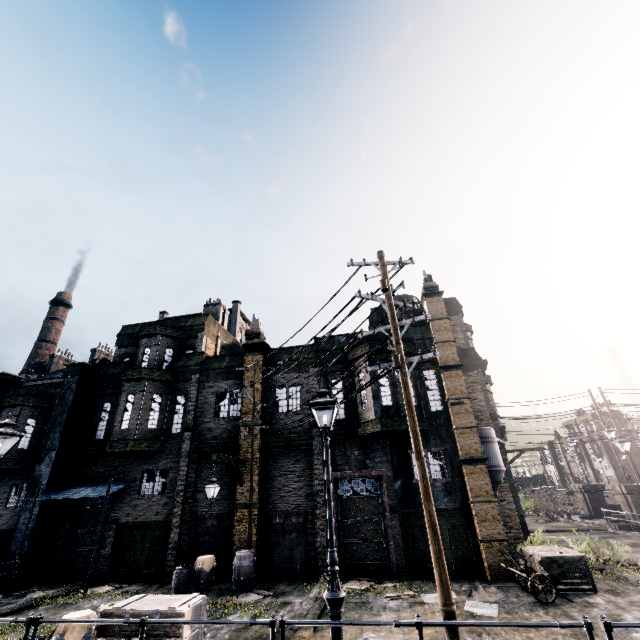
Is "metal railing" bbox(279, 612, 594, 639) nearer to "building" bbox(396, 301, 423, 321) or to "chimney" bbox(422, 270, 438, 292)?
"building" bbox(396, 301, 423, 321)

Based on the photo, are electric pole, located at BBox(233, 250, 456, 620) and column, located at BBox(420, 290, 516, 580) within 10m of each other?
yes

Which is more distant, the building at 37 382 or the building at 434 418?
the building at 37 382

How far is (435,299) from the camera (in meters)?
19.12

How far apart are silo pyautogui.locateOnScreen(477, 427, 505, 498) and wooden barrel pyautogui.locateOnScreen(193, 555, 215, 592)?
13.0 meters

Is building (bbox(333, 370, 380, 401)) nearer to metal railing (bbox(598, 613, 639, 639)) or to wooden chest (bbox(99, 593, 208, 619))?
wooden chest (bbox(99, 593, 208, 619))

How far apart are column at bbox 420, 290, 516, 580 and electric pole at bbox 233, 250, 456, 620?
7.5 meters

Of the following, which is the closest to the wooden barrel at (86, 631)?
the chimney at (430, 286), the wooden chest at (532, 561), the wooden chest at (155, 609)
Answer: the wooden chest at (155, 609)
